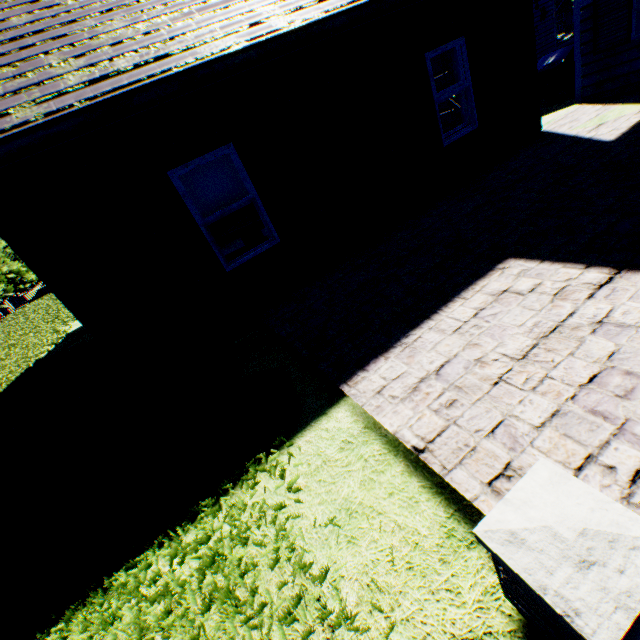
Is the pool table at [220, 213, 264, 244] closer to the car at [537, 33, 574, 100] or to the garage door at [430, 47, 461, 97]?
the garage door at [430, 47, 461, 97]

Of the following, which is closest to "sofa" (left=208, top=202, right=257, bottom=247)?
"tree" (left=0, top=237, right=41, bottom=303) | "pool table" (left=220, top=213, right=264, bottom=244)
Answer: "pool table" (left=220, top=213, right=264, bottom=244)

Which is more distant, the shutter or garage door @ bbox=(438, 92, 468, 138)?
garage door @ bbox=(438, 92, 468, 138)

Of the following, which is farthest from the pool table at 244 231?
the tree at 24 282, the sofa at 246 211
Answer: the tree at 24 282

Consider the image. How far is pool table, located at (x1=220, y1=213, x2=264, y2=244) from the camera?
9.5 meters

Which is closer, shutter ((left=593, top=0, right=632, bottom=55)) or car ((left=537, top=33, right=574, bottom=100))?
shutter ((left=593, top=0, right=632, bottom=55))

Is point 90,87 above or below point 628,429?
above

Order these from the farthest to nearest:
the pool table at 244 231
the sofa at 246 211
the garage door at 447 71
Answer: the sofa at 246 211 → the pool table at 244 231 → the garage door at 447 71
